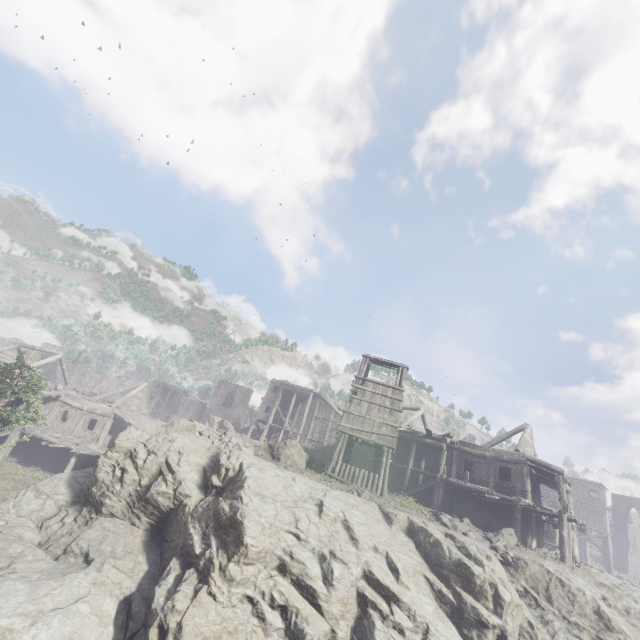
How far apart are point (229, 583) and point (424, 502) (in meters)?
19.18

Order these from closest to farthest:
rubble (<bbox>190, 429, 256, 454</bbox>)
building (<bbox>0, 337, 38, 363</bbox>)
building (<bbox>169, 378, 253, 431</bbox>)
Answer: rubble (<bbox>190, 429, 256, 454</bbox>) → building (<bbox>0, 337, 38, 363</bbox>) → building (<bbox>169, 378, 253, 431</bbox>)

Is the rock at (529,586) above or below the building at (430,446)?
below

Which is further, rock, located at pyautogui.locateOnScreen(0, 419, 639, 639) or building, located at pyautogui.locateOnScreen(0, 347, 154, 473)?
building, located at pyautogui.locateOnScreen(0, 347, 154, 473)

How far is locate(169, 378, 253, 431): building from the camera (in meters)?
52.81

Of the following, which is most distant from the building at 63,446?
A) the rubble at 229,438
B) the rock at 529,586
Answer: the rubble at 229,438

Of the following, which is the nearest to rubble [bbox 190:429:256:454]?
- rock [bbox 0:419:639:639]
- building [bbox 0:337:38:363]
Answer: rock [bbox 0:419:639:639]
